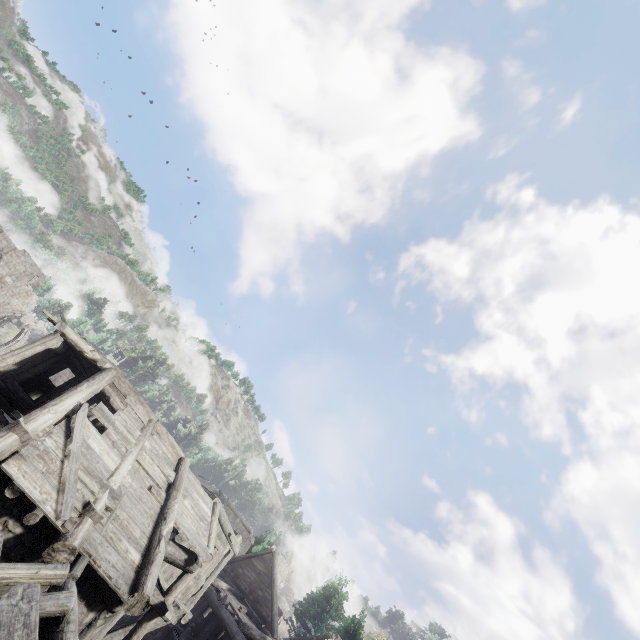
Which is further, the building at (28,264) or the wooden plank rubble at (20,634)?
the building at (28,264)

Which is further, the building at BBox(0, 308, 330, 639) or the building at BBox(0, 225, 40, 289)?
the building at BBox(0, 225, 40, 289)

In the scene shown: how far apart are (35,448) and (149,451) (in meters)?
4.40

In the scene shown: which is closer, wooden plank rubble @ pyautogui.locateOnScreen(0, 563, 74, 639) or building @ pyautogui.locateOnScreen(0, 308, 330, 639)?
wooden plank rubble @ pyautogui.locateOnScreen(0, 563, 74, 639)

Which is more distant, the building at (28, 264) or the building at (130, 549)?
the building at (28, 264)

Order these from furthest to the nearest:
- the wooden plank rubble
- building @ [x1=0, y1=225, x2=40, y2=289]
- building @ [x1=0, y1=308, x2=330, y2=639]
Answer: building @ [x1=0, y1=225, x2=40, y2=289]
building @ [x1=0, y1=308, x2=330, y2=639]
the wooden plank rubble

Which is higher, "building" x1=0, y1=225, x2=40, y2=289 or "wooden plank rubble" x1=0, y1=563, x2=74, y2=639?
"building" x1=0, y1=225, x2=40, y2=289
